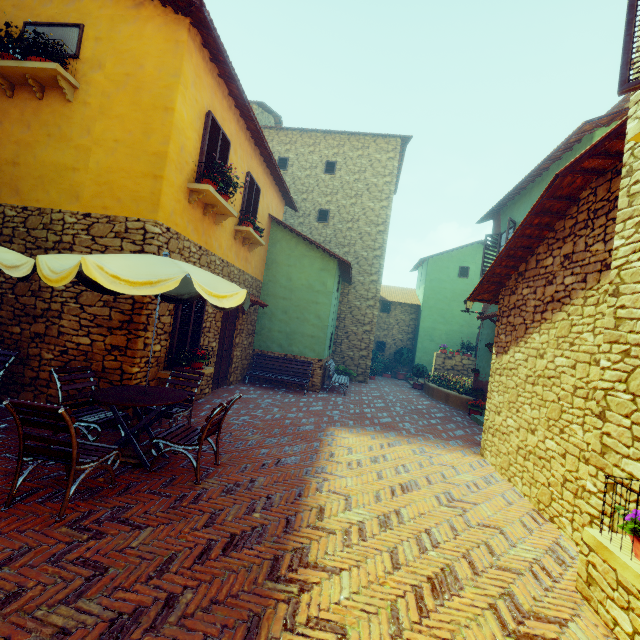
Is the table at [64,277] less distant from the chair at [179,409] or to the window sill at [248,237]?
the chair at [179,409]

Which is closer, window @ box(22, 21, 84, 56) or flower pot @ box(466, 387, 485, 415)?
window @ box(22, 21, 84, 56)

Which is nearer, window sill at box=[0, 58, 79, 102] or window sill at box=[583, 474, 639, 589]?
window sill at box=[583, 474, 639, 589]

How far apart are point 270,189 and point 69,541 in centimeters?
1097cm

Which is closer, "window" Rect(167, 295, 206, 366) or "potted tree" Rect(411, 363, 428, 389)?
"window" Rect(167, 295, 206, 366)

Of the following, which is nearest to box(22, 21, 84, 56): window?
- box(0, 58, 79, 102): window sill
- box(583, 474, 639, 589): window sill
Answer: box(0, 58, 79, 102): window sill

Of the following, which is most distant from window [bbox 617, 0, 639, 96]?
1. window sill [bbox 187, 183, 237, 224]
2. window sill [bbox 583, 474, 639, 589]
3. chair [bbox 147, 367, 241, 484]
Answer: chair [bbox 147, 367, 241, 484]

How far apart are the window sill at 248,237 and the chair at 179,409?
5.5 meters
